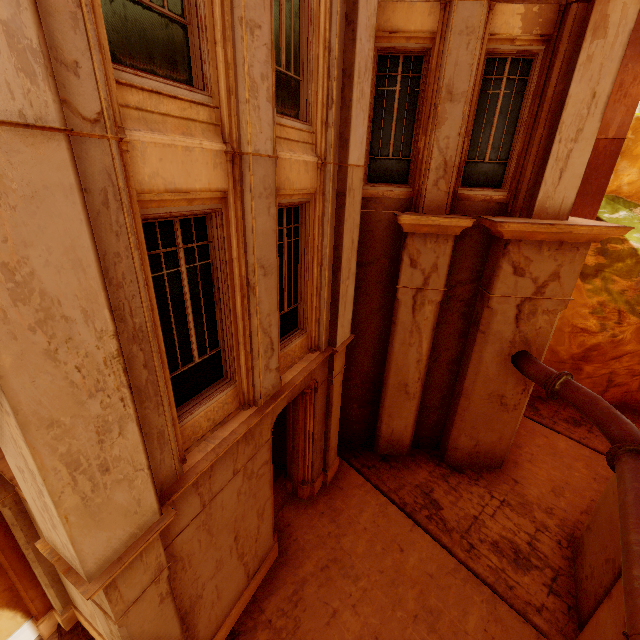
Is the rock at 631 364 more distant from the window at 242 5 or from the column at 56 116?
the column at 56 116

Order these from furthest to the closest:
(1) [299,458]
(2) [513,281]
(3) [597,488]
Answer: (3) [597,488]
(1) [299,458]
(2) [513,281]

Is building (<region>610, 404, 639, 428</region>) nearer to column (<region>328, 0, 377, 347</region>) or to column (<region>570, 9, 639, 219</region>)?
column (<region>570, 9, 639, 219</region>)

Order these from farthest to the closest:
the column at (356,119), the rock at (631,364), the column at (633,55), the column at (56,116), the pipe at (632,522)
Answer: the rock at (631,364) < the column at (633,55) < the column at (356,119) < the pipe at (632,522) < the column at (56,116)

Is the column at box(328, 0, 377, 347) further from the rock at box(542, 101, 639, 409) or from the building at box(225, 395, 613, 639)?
the rock at box(542, 101, 639, 409)

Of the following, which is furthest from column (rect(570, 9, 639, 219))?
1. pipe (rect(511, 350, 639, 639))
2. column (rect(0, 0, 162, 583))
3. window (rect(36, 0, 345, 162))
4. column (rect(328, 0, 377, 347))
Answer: column (rect(0, 0, 162, 583))

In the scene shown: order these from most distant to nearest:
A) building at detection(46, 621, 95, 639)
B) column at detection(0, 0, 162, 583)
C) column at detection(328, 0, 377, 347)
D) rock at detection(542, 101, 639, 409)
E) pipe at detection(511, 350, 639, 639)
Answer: rock at detection(542, 101, 639, 409) < building at detection(46, 621, 95, 639) < column at detection(328, 0, 377, 347) < pipe at detection(511, 350, 639, 639) < column at detection(0, 0, 162, 583)

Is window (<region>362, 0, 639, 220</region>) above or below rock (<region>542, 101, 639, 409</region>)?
above
